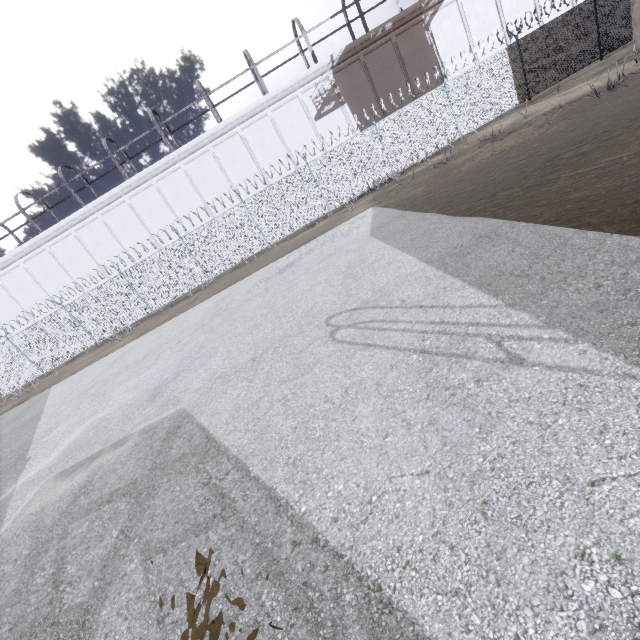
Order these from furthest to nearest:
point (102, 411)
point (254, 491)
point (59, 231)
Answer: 1. point (59, 231)
2. point (102, 411)
3. point (254, 491)
